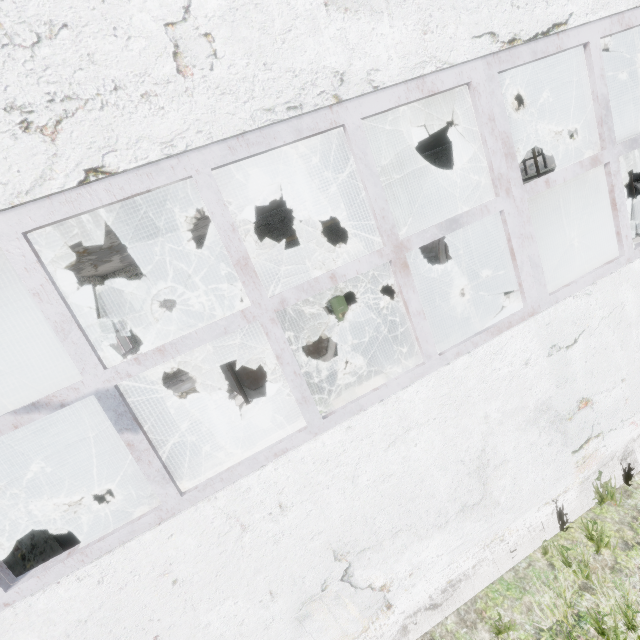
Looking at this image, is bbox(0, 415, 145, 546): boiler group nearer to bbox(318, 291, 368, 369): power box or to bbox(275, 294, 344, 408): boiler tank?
bbox(275, 294, 344, 408): boiler tank

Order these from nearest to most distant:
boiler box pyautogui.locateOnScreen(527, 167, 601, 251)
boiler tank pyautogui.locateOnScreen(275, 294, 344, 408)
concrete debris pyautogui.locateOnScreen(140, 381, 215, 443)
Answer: boiler tank pyautogui.locateOnScreen(275, 294, 344, 408)
concrete debris pyautogui.locateOnScreen(140, 381, 215, 443)
boiler box pyautogui.locateOnScreen(527, 167, 601, 251)

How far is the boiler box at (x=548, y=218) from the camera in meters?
13.4

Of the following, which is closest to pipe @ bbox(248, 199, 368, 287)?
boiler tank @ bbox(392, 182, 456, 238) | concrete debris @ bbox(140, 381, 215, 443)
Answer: boiler tank @ bbox(392, 182, 456, 238)

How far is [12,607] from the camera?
2.3 meters

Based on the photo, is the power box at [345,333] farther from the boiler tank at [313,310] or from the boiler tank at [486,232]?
the boiler tank at [486,232]

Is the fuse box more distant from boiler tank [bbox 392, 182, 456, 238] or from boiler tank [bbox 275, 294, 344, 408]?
boiler tank [bbox 275, 294, 344, 408]

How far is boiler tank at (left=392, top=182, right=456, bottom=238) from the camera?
10.64m
